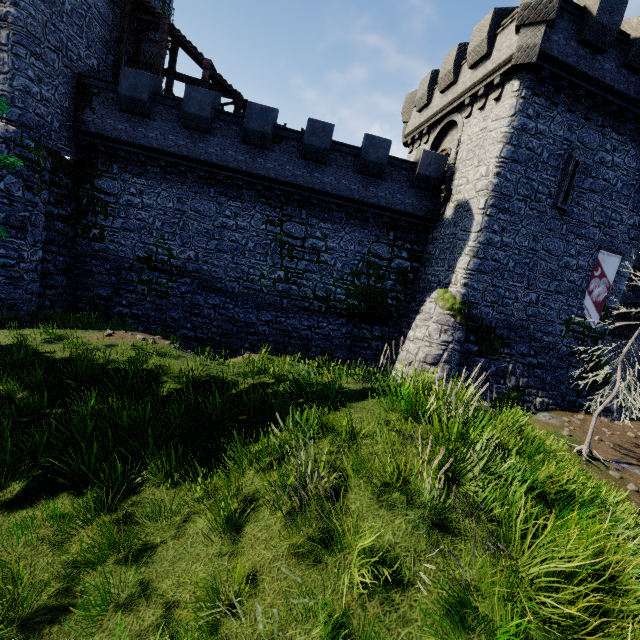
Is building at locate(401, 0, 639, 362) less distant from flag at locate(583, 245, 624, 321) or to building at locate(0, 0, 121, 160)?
flag at locate(583, 245, 624, 321)

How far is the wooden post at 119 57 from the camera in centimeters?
1691cm

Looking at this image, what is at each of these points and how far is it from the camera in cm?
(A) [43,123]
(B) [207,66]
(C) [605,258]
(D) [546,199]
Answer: (A) building, 1434
(B) stairs, 1709
(C) flag, 1614
(D) building, 1483

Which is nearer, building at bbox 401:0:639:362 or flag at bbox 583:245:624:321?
building at bbox 401:0:639:362

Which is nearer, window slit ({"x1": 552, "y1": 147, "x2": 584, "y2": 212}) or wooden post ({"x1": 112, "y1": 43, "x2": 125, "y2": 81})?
window slit ({"x1": 552, "y1": 147, "x2": 584, "y2": 212})

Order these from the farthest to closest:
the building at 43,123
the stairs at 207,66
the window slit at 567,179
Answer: the stairs at 207,66, the window slit at 567,179, the building at 43,123

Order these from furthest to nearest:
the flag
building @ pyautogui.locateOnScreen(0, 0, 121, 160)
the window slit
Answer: the flag < the window slit < building @ pyautogui.locateOnScreen(0, 0, 121, 160)

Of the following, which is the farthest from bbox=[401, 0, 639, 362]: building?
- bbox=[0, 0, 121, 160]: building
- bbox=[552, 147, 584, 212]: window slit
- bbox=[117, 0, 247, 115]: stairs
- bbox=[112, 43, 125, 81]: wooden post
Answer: bbox=[112, 43, 125, 81]: wooden post
